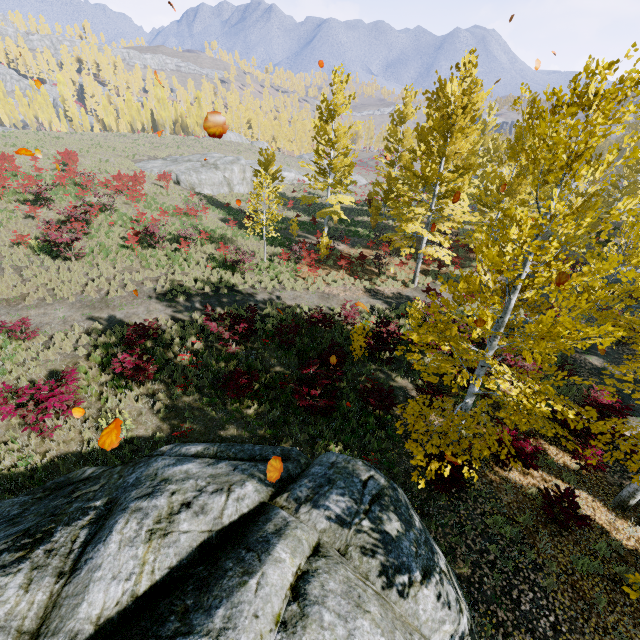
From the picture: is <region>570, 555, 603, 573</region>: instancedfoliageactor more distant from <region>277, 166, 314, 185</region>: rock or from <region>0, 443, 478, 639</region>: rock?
<region>277, 166, 314, 185</region>: rock

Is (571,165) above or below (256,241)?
above

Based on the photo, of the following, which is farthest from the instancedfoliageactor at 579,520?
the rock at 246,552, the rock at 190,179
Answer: the rock at 190,179

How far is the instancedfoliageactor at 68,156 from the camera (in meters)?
18.89

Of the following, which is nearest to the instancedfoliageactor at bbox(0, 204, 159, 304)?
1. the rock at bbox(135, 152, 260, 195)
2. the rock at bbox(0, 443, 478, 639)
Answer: the rock at bbox(0, 443, 478, 639)

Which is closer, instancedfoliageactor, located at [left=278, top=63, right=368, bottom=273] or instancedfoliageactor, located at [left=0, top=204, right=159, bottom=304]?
instancedfoliageactor, located at [left=0, top=204, right=159, bottom=304]
